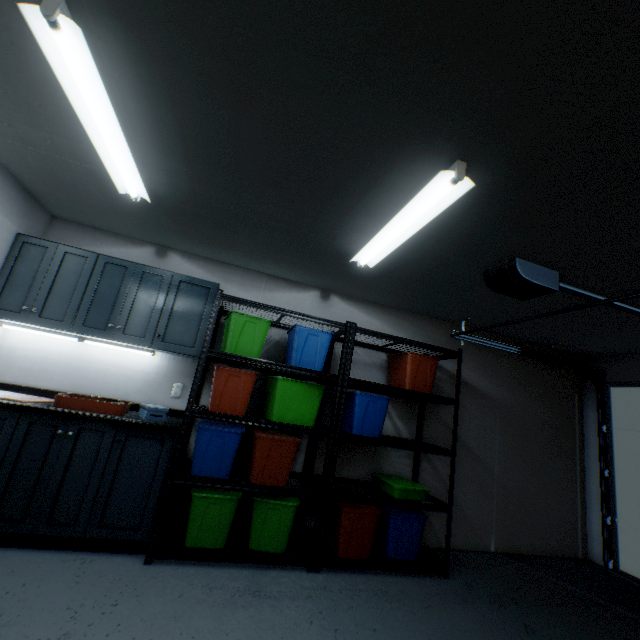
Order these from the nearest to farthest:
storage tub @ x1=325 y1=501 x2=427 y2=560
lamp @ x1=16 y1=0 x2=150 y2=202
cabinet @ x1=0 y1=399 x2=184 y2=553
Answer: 1. lamp @ x1=16 y1=0 x2=150 y2=202
2. cabinet @ x1=0 y1=399 x2=184 y2=553
3. storage tub @ x1=325 y1=501 x2=427 y2=560

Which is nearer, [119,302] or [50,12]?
[50,12]

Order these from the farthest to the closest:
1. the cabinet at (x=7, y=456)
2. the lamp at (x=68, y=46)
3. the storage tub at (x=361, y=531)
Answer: the storage tub at (x=361, y=531), the cabinet at (x=7, y=456), the lamp at (x=68, y=46)

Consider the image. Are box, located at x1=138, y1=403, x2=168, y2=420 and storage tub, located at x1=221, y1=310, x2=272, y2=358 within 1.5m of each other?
yes

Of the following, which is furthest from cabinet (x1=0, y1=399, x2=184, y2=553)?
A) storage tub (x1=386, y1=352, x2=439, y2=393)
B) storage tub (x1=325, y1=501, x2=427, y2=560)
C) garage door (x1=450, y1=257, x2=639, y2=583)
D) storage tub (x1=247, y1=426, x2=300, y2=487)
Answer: garage door (x1=450, y1=257, x2=639, y2=583)

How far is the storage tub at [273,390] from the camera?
2.7 meters

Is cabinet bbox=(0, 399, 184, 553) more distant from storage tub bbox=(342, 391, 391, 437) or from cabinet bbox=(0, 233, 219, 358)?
storage tub bbox=(342, 391, 391, 437)

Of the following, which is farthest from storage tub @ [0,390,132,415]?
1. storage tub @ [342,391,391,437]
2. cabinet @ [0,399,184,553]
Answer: storage tub @ [342,391,391,437]
